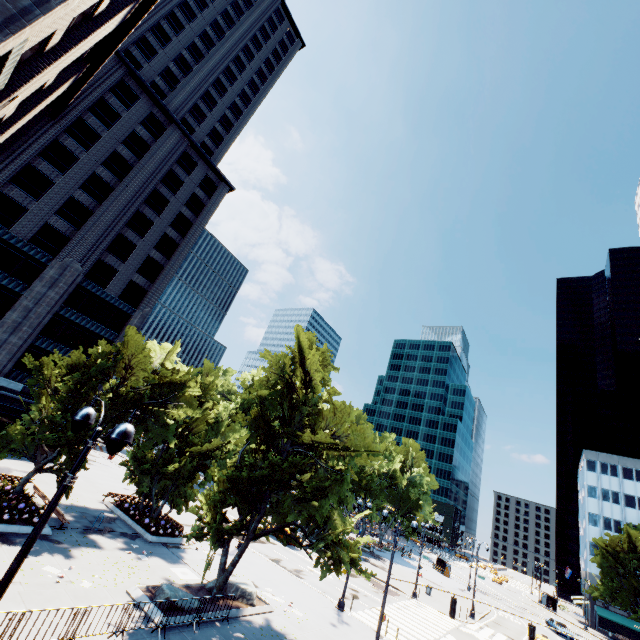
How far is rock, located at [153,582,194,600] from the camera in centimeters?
1497cm

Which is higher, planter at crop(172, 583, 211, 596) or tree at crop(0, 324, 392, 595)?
tree at crop(0, 324, 392, 595)

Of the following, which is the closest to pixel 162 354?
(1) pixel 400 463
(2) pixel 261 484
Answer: (2) pixel 261 484

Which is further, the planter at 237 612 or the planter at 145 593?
the planter at 237 612

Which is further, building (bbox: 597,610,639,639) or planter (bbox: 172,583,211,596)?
building (bbox: 597,610,639,639)

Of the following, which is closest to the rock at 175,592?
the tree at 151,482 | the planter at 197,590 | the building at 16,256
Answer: the planter at 197,590

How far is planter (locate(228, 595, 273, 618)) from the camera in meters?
16.6 m

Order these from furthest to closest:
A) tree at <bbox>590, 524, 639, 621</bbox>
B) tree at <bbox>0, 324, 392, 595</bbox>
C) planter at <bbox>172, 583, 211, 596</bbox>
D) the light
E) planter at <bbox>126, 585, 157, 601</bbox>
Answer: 1. tree at <bbox>590, 524, 639, 621</bbox>
2. planter at <bbox>172, 583, 211, 596</bbox>
3. tree at <bbox>0, 324, 392, 595</bbox>
4. planter at <bbox>126, 585, 157, 601</bbox>
5. the light
